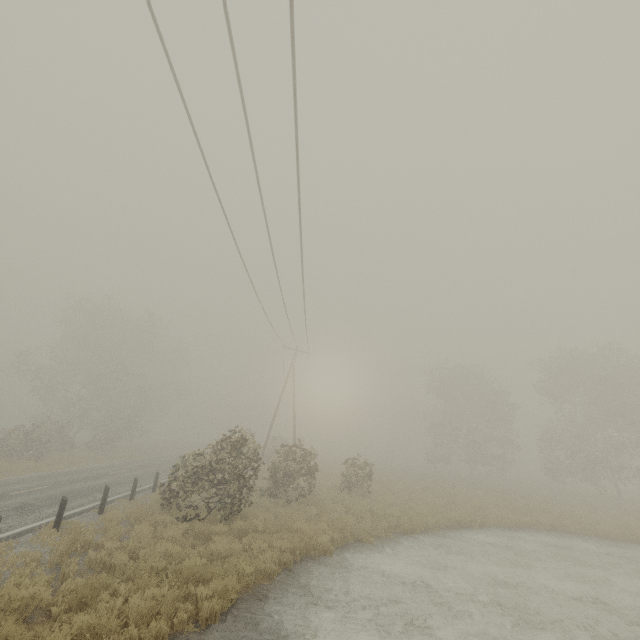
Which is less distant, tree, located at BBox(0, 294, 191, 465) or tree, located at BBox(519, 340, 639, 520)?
tree, located at BBox(519, 340, 639, 520)

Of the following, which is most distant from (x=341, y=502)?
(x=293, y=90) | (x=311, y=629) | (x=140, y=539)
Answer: (x=293, y=90)

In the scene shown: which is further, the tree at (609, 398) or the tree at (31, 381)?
the tree at (31, 381)
